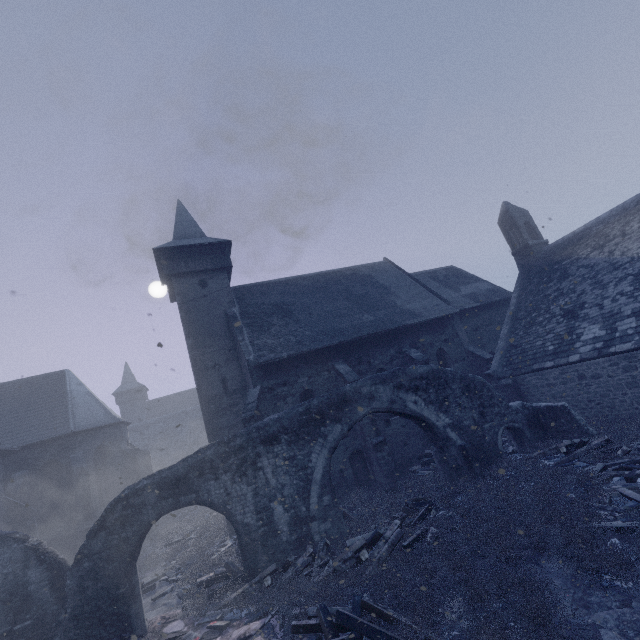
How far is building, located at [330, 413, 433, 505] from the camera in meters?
14.2

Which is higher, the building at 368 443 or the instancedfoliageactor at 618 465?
the building at 368 443

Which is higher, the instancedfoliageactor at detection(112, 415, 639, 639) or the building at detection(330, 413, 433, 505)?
the building at detection(330, 413, 433, 505)

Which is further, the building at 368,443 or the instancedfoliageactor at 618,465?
the building at 368,443

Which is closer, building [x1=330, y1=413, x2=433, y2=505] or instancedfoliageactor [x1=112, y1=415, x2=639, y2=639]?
instancedfoliageactor [x1=112, y1=415, x2=639, y2=639]

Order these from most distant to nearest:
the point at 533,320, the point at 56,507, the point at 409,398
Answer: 1. the point at 56,507
2. the point at 533,320
3. the point at 409,398
